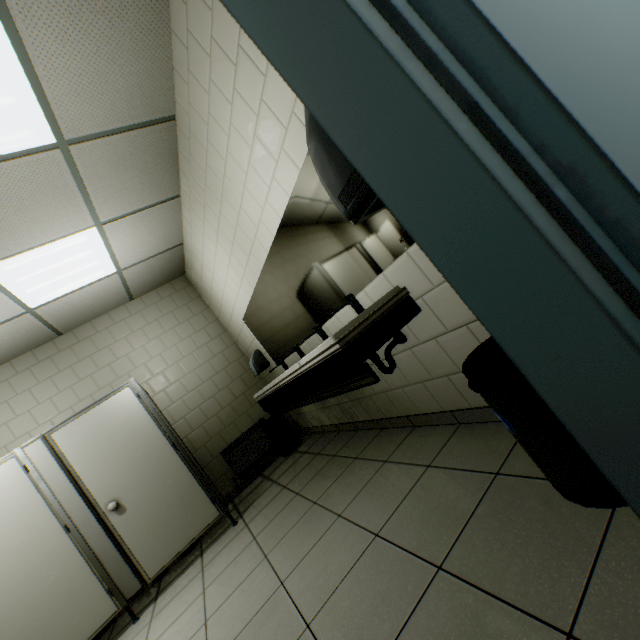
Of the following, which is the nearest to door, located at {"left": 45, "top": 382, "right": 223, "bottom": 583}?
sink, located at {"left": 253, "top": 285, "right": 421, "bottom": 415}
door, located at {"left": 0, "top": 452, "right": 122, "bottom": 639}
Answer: door, located at {"left": 0, "top": 452, "right": 122, "bottom": 639}

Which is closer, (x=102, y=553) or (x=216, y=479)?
(x=102, y=553)

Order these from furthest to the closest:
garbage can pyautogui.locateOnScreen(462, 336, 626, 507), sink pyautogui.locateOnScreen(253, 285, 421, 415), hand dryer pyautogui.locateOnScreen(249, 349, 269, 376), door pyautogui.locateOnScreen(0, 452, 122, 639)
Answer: hand dryer pyautogui.locateOnScreen(249, 349, 269, 376)
door pyautogui.locateOnScreen(0, 452, 122, 639)
sink pyautogui.locateOnScreen(253, 285, 421, 415)
garbage can pyautogui.locateOnScreen(462, 336, 626, 507)

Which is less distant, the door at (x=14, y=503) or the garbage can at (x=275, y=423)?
the door at (x=14, y=503)

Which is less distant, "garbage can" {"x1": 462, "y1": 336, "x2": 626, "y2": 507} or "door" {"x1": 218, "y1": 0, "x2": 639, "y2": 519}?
"door" {"x1": 218, "y1": 0, "x2": 639, "y2": 519}

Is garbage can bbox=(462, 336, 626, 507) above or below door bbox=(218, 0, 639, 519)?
below

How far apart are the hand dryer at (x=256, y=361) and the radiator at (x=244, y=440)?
0.9 meters

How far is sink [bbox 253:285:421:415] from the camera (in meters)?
1.63
